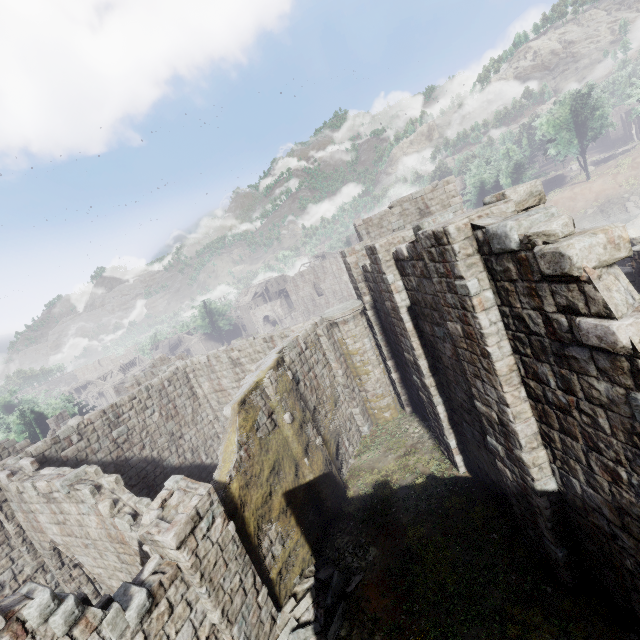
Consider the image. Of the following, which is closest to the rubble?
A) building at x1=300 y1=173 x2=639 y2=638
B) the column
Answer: building at x1=300 y1=173 x2=639 y2=638

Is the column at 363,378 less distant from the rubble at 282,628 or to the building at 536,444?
the building at 536,444

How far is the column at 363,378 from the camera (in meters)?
15.26

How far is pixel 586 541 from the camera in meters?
6.2 m

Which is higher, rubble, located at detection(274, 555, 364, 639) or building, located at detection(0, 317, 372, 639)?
building, located at detection(0, 317, 372, 639)

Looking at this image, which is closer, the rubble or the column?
the rubble

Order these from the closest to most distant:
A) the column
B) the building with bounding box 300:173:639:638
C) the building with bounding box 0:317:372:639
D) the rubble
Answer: the building with bounding box 300:173:639:638 → the building with bounding box 0:317:372:639 → the rubble → the column
